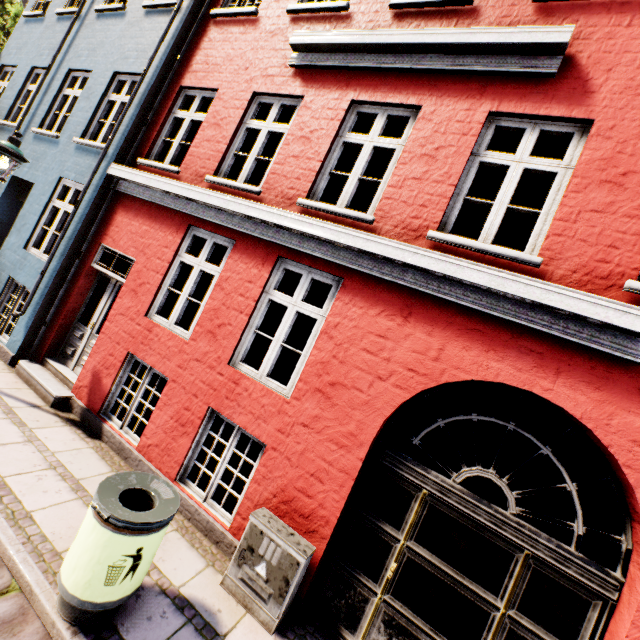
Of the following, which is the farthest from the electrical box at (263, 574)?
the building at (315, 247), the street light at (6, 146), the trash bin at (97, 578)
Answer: the street light at (6, 146)

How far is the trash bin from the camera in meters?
2.6 m

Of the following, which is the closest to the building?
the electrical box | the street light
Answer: the electrical box

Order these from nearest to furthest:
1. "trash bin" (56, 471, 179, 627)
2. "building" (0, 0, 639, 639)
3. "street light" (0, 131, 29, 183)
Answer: "trash bin" (56, 471, 179, 627) < "building" (0, 0, 639, 639) < "street light" (0, 131, 29, 183)

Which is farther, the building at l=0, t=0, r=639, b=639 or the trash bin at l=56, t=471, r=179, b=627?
the building at l=0, t=0, r=639, b=639

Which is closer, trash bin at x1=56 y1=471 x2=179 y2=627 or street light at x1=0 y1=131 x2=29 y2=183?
trash bin at x1=56 y1=471 x2=179 y2=627

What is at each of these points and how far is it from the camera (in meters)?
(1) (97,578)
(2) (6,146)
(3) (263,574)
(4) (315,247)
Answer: (1) trash bin, 2.56
(2) street light, 5.14
(3) electrical box, 3.45
(4) building, 4.46

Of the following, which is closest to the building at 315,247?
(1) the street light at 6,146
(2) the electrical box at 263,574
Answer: (2) the electrical box at 263,574
